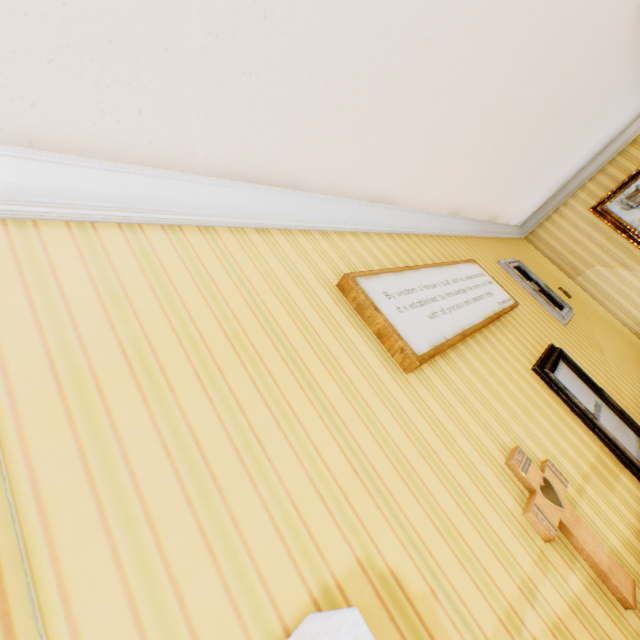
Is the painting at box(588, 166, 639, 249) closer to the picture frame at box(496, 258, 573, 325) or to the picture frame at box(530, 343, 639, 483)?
the picture frame at box(496, 258, 573, 325)

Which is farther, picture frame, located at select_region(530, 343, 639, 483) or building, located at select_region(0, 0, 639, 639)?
picture frame, located at select_region(530, 343, 639, 483)

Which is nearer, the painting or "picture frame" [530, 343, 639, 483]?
"picture frame" [530, 343, 639, 483]

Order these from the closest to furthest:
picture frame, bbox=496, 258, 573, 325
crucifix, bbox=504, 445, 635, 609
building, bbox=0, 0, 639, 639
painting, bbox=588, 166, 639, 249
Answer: building, bbox=0, 0, 639, 639
crucifix, bbox=504, 445, 635, 609
picture frame, bbox=496, 258, 573, 325
painting, bbox=588, 166, 639, 249

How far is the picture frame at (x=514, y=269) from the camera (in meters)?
3.59

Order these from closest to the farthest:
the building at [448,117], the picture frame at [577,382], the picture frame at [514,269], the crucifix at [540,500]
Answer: the building at [448,117]
the crucifix at [540,500]
the picture frame at [577,382]
the picture frame at [514,269]

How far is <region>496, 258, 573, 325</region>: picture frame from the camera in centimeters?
359cm

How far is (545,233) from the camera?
5.95m
